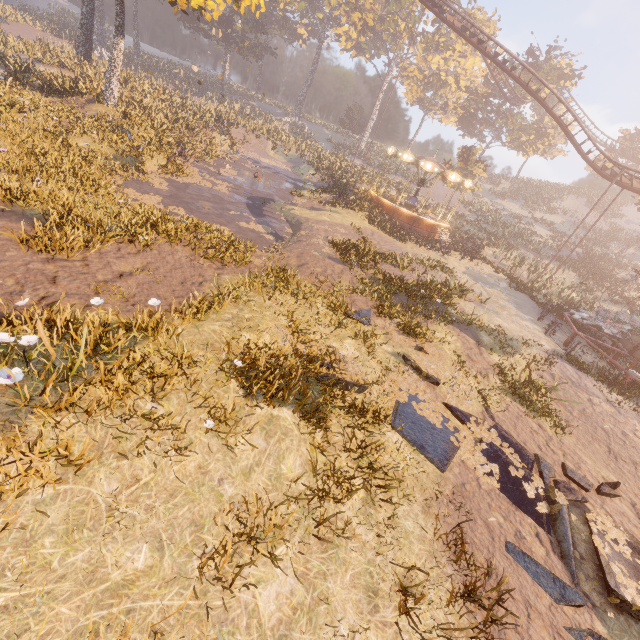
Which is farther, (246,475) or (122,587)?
(246,475)

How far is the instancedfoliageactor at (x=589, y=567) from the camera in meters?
5.1 m

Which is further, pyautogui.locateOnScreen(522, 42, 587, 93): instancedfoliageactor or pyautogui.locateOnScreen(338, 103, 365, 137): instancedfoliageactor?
pyautogui.locateOnScreen(338, 103, 365, 137): instancedfoliageactor

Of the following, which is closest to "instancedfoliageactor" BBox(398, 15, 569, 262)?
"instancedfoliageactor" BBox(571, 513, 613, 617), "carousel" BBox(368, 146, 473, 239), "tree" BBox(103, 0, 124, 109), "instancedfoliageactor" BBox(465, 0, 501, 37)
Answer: "carousel" BBox(368, 146, 473, 239)

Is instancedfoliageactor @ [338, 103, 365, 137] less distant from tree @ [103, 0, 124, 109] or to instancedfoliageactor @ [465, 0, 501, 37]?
instancedfoliageactor @ [465, 0, 501, 37]

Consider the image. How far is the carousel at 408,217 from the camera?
24.5m

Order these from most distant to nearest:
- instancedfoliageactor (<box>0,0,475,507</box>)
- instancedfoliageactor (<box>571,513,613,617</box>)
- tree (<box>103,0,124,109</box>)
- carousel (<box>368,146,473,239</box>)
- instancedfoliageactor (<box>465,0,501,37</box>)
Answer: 1. instancedfoliageactor (<box>465,0,501,37</box>)
2. carousel (<box>368,146,473,239</box>)
3. tree (<box>103,0,124,109</box>)
4. instancedfoliageactor (<box>571,513,613,617</box>)
5. instancedfoliageactor (<box>0,0,475,507</box>)

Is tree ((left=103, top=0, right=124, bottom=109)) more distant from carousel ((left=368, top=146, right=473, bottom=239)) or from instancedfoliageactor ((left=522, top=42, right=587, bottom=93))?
carousel ((left=368, top=146, right=473, bottom=239))
